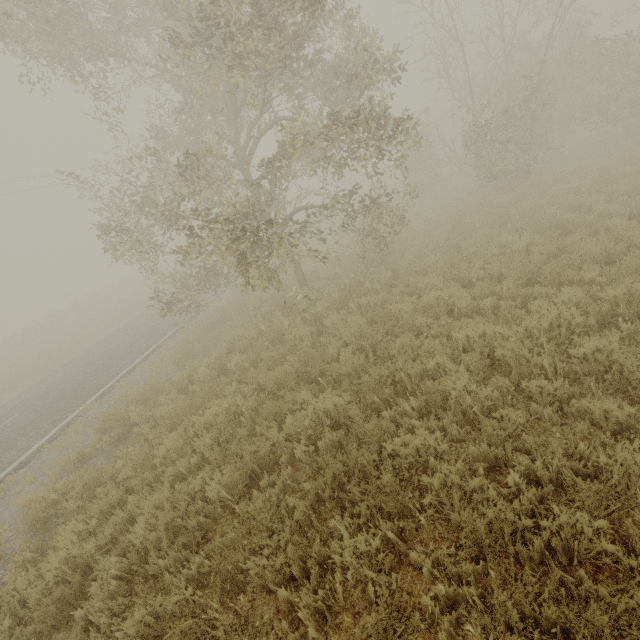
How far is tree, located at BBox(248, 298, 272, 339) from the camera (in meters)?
9.92

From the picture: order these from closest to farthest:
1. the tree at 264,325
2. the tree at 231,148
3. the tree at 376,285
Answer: the tree at 231,148, the tree at 376,285, the tree at 264,325

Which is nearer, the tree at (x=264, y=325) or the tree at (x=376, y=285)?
the tree at (x=376, y=285)

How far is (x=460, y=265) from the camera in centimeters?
834cm

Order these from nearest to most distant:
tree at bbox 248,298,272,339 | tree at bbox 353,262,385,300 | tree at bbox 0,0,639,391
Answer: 1. tree at bbox 0,0,639,391
2. tree at bbox 353,262,385,300
3. tree at bbox 248,298,272,339

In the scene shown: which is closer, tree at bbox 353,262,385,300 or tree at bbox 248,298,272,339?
tree at bbox 353,262,385,300

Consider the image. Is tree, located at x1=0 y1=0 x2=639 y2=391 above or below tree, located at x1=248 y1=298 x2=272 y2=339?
above
